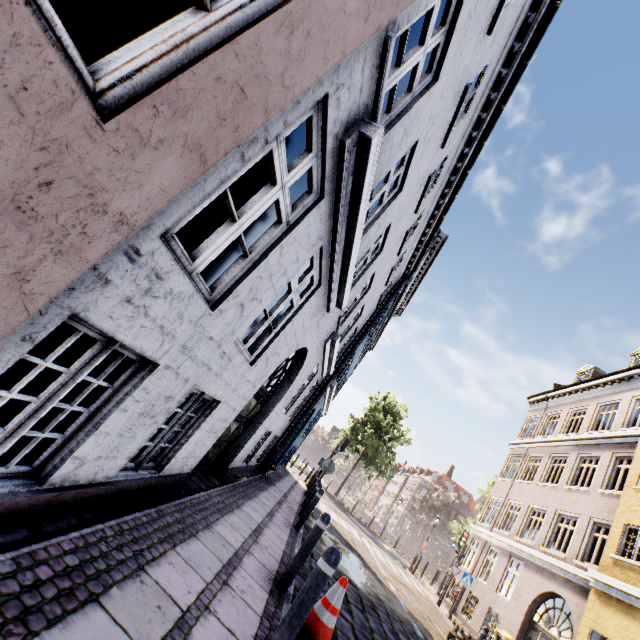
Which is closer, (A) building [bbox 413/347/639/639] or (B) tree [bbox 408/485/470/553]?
(A) building [bbox 413/347/639/639]

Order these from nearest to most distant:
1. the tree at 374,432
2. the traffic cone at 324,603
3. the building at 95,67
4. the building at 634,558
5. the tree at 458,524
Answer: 1. the building at 95,67
2. the traffic cone at 324,603
3. the building at 634,558
4. the tree at 374,432
5. the tree at 458,524

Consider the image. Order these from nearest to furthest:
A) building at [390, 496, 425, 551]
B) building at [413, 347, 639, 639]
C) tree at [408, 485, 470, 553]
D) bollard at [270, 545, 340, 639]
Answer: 1. bollard at [270, 545, 340, 639]
2. building at [413, 347, 639, 639]
3. tree at [408, 485, 470, 553]
4. building at [390, 496, 425, 551]

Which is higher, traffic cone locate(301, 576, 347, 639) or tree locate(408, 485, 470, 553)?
tree locate(408, 485, 470, 553)

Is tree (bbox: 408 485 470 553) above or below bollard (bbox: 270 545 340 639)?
above

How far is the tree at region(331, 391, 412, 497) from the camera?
29.8m

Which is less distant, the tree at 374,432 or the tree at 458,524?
the tree at 374,432

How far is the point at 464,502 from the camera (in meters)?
57.44
